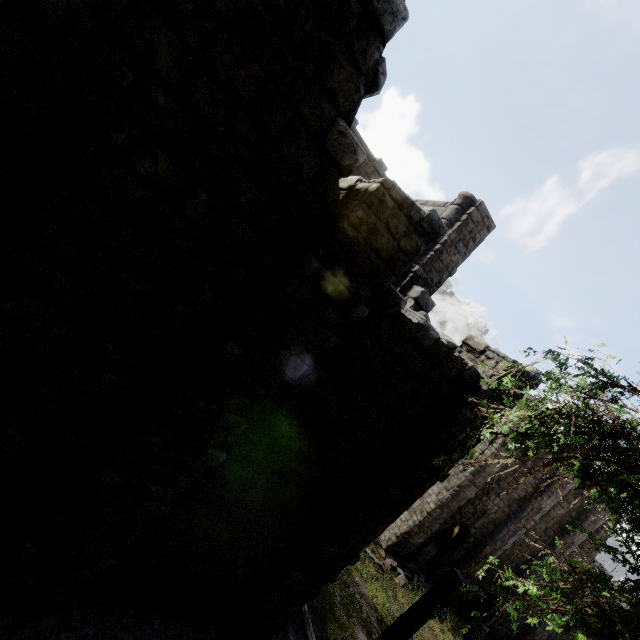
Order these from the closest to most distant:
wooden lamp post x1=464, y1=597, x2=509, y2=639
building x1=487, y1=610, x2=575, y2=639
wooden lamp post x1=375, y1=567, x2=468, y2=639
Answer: wooden lamp post x1=375, y1=567, x2=468, y2=639, wooden lamp post x1=464, y1=597, x2=509, y2=639, building x1=487, y1=610, x2=575, y2=639

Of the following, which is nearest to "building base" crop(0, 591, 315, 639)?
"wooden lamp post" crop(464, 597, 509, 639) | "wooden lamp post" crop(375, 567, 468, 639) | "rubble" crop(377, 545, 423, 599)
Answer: "wooden lamp post" crop(375, 567, 468, 639)

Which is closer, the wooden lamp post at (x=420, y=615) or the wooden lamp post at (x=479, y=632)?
the wooden lamp post at (x=420, y=615)

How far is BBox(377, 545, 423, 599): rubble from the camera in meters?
16.9

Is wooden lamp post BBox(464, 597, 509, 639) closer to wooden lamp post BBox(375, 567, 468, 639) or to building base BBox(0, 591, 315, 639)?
building base BBox(0, 591, 315, 639)

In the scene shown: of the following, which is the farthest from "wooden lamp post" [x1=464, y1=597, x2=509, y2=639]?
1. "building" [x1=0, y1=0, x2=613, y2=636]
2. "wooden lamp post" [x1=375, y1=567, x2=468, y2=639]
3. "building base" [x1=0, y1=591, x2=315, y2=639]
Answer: "wooden lamp post" [x1=375, y1=567, x2=468, y2=639]

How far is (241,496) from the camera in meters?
6.3

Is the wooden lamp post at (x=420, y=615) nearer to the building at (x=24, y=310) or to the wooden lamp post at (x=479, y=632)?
the building at (x=24, y=310)
